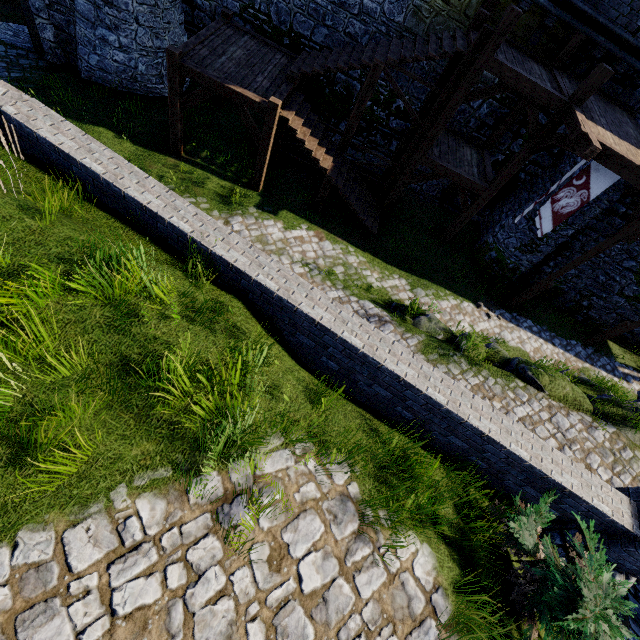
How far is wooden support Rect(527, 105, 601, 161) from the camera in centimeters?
811cm

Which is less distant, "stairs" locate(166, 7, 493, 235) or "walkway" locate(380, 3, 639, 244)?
"walkway" locate(380, 3, 639, 244)

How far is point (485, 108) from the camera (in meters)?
12.80

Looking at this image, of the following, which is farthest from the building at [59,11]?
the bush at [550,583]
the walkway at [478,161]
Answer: the bush at [550,583]

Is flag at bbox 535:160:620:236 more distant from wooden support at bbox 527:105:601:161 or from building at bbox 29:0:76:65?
building at bbox 29:0:76:65

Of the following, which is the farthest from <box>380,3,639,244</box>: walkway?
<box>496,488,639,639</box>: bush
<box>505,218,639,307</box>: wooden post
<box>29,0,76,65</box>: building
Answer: <box>29,0,76,65</box>: building

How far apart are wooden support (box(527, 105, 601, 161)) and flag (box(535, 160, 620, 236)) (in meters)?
0.77

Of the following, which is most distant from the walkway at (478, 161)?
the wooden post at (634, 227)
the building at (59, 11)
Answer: the building at (59, 11)
